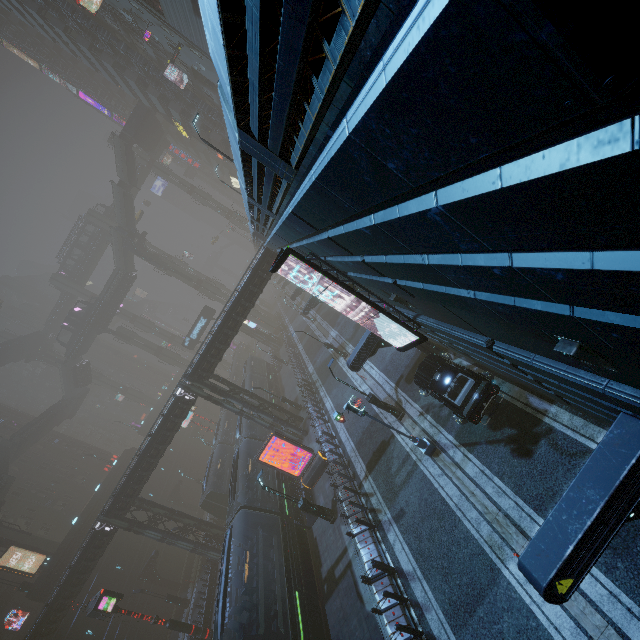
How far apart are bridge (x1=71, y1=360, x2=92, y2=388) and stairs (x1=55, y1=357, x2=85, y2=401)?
0.0m

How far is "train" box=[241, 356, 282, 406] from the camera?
40.1m

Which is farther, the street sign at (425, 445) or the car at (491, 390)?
the street sign at (425, 445)

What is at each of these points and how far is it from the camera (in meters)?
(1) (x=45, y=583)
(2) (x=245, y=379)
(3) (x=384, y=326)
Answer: (1) building, 31.80
(2) train, 44.28
(3) building, 17.22

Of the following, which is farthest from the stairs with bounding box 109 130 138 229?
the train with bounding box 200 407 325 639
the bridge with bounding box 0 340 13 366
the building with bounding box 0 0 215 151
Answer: the train with bounding box 200 407 325 639

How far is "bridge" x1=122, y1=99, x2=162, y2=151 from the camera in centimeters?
4994cm

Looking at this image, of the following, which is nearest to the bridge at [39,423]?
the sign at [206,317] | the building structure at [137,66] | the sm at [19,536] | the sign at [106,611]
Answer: the sm at [19,536]

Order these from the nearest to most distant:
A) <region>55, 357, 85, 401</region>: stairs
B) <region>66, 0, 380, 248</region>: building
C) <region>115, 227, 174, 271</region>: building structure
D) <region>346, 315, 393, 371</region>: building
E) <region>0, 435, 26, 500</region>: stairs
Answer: <region>66, 0, 380, 248</region>: building → <region>346, 315, 393, 371</region>: building → <region>0, 435, 26, 500</region>: stairs → <region>115, 227, 174, 271</region>: building structure → <region>55, 357, 85, 401</region>: stairs
